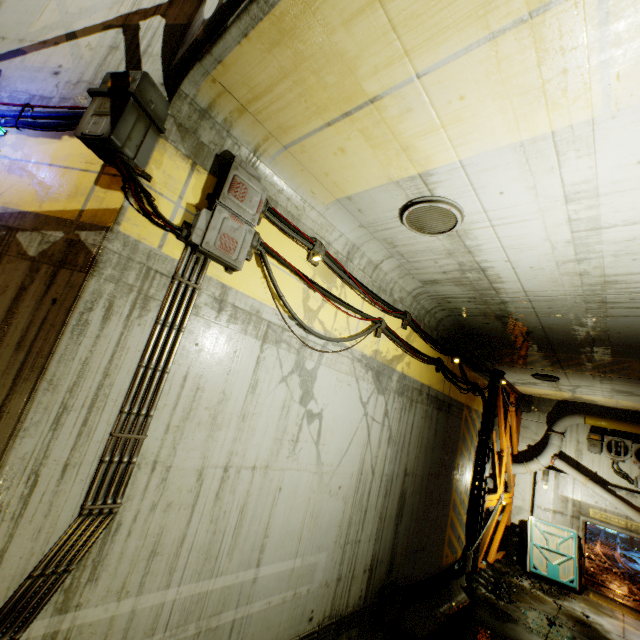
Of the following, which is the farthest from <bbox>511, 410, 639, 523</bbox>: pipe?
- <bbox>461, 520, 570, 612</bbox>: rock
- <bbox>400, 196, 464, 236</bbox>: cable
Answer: <bbox>400, 196, 464, 236</bbox>: cable

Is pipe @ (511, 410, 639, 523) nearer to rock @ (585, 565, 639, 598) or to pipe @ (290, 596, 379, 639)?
rock @ (585, 565, 639, 598)

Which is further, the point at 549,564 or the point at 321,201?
the point at 549,564

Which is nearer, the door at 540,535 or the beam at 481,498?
the beam at 481,498

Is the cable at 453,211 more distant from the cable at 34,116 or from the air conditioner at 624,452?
the air conditioner at 624,452

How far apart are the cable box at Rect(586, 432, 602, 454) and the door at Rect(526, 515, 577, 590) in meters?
3.1 m

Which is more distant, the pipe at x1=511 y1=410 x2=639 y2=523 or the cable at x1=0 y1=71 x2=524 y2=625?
the pipe at x1=511 y1=410 x2=639 y2=523

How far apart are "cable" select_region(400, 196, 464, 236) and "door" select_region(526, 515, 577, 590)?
14.50m
